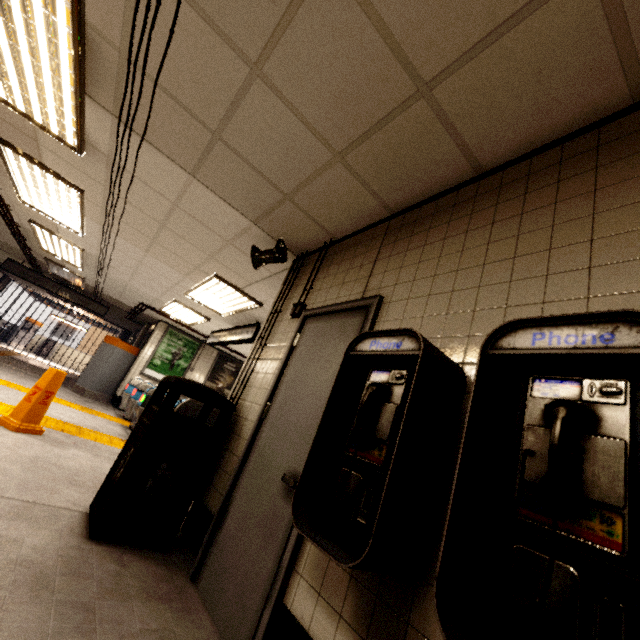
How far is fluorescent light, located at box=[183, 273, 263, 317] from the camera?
5.5m

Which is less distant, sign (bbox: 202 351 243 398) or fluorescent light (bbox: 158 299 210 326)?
fluorescent light (bbox: 158 299 210 326)

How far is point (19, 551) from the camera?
1.8 meters

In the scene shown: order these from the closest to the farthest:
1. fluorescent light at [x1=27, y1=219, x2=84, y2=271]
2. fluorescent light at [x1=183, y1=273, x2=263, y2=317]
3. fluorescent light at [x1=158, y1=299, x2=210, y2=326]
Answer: fluorescent light at [x1=183, y1=273, x2=263, y2=317] < fluorescent light at [x1=27, y1=219, x2=84, y2=271] < fluorescent light at [x1=158, y1=299, x2=210, y2=326]

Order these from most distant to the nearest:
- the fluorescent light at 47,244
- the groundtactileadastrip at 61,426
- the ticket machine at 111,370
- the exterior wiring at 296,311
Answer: the ticket machine at 111,370, the fluorescent light at 47,244, the groundtactileadastrip at 61,426, the exterior wiring at 296,311

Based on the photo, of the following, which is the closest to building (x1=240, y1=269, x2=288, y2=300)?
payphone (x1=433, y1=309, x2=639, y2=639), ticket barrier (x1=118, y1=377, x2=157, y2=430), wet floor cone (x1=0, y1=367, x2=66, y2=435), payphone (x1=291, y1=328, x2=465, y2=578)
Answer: wet floor cone (x1=0, y1=367, x2=66, y2=435)

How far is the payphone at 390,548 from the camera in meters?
1.1

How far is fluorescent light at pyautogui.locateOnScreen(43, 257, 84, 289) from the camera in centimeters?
888cm
